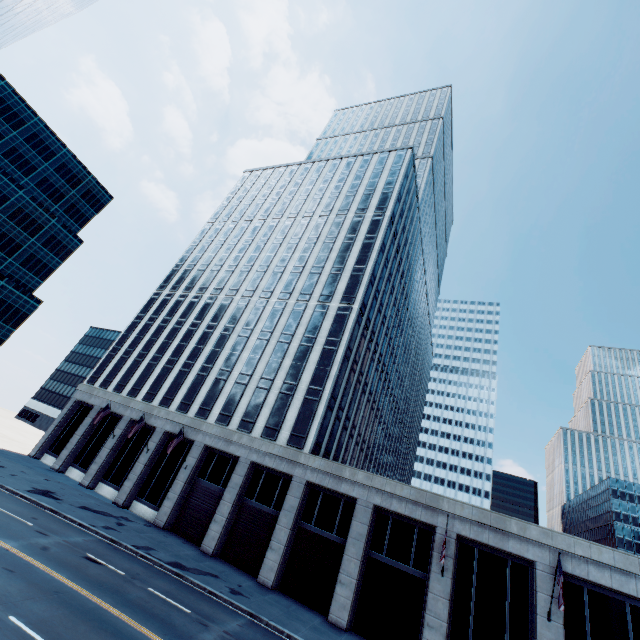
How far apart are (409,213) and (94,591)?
58.49m

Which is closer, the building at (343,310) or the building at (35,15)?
the building at (35,15)

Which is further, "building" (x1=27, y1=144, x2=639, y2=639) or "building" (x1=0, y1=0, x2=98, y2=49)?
"building" (x1=27, y1=144, x2=639, y2=639)
